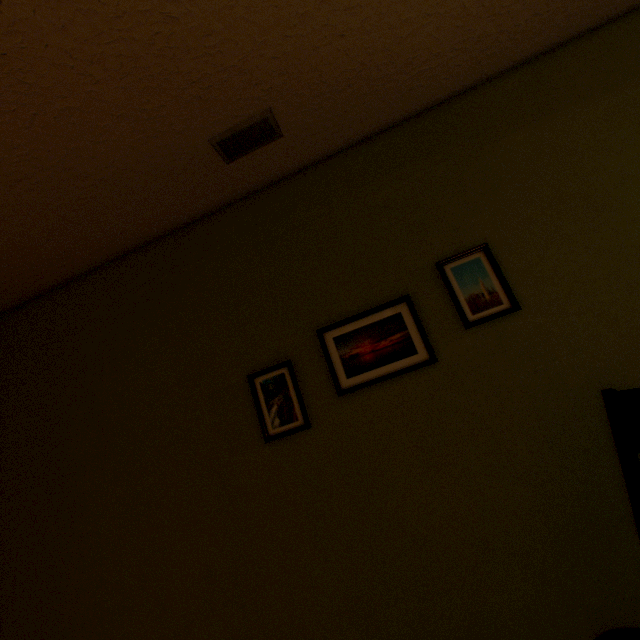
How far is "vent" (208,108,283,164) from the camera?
1.26m

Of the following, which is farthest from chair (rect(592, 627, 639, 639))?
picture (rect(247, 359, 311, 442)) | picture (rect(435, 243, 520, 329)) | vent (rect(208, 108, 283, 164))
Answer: vent (rect(208, 108, 283, 164))

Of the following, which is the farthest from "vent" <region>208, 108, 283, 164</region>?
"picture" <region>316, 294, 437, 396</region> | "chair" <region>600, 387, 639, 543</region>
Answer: "chair" <region>600, 387, 639, 543</region>

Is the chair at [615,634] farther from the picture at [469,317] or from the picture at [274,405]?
the picture at [274,405]

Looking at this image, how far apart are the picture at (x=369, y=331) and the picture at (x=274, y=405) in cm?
22

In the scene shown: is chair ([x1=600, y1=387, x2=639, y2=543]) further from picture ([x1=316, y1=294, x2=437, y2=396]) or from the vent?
the vent

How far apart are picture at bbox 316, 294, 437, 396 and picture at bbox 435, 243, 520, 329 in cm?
15

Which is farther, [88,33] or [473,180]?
[473,180]
